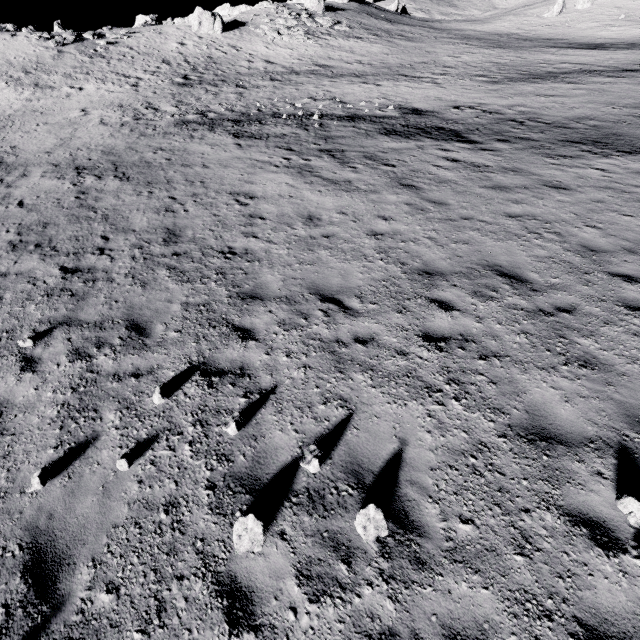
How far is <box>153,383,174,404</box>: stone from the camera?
5.3 meters

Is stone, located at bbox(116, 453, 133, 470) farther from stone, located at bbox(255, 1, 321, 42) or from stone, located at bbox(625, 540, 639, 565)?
stone, located at bbox(255, 1, 321, 42)

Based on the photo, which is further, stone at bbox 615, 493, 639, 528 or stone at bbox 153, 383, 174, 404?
stone at bbox 153, 383, 174, 404

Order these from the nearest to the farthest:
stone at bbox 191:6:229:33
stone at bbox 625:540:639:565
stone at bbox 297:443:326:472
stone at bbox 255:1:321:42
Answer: stone at bbox 625:540:639:565, stone at bbox 297:443:326:472, stone at bbox 191:6:229:33, stone at bbox 255:1:321:42

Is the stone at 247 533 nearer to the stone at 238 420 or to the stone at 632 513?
the stone at 238 420

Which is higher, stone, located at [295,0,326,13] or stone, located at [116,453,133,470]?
A: stone, located at [295,0,326,13]

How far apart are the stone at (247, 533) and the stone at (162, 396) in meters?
2.4 m

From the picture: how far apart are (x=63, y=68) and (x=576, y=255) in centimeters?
4595cm
